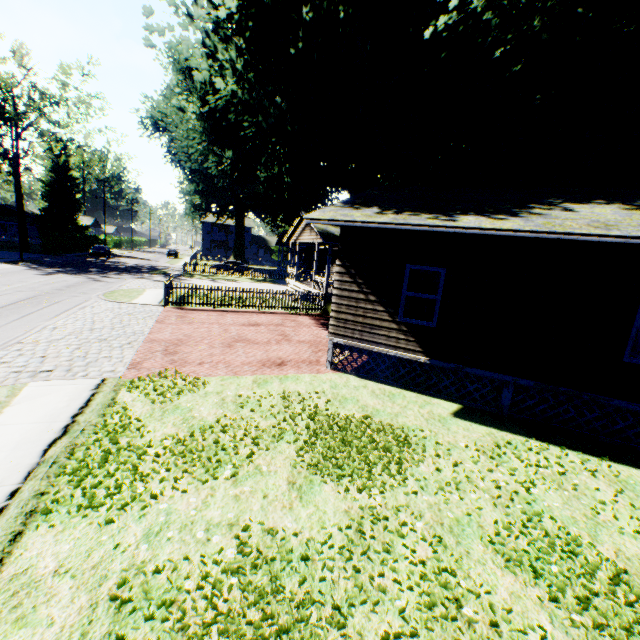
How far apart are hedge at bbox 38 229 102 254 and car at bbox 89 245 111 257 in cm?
274

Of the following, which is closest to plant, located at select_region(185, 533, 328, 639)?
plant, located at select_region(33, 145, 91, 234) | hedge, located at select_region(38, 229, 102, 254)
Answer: hedge, located at select_region(38, 229, 102, 254)

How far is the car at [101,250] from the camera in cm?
4423

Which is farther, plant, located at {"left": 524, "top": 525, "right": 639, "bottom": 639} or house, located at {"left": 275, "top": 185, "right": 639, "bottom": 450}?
house, located at {"left": 275, "top": 185, "right": 639, "bottom": 450}

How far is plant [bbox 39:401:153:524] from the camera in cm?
420

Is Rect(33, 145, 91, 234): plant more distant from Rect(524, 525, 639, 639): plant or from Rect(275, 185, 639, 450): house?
Rect(275, 185, 639, 450): house

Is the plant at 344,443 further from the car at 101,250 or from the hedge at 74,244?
the car at 101,250

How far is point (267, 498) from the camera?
4.68m
